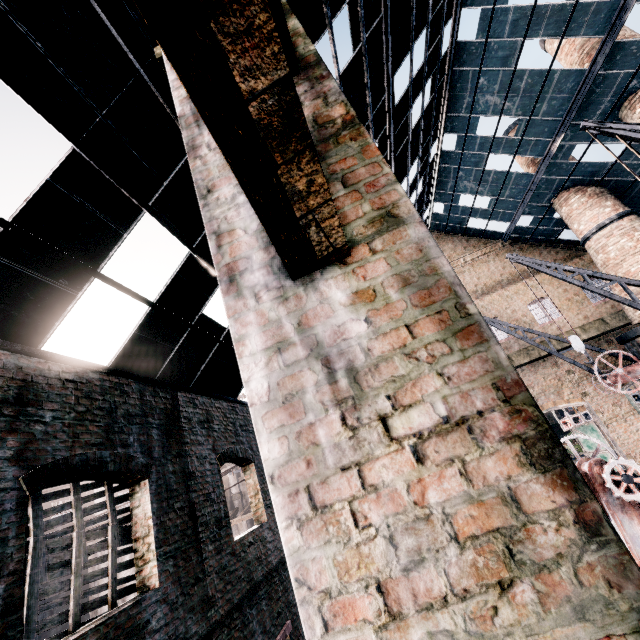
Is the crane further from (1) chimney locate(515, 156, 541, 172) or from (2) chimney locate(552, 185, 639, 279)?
(1) chimney locate(515, 156, 541, 172)

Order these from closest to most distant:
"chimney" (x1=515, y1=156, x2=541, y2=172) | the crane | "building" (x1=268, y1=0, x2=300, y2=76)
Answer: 1. "building" (x1=268, y1=0, x2=300, y2=76)
2. the crane
3. "chimney" (x1=515, y1=156, x2=541, y2=172)

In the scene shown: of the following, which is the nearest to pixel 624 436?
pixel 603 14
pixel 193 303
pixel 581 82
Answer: pixel 581 82

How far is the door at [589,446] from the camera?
20.39m

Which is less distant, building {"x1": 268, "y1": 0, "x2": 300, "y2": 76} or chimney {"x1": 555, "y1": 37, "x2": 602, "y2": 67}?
building {"x1": 268, "y1": 0, "x2": 300, "y2": 76}

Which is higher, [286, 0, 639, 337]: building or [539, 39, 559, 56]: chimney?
[539, 39, 559, 56]: chimney

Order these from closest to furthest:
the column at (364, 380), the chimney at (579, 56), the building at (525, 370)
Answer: the column at (364, 380), the chimney at (579, 56), the building at (525, 370)

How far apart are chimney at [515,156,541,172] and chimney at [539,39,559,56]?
4.3 meters
